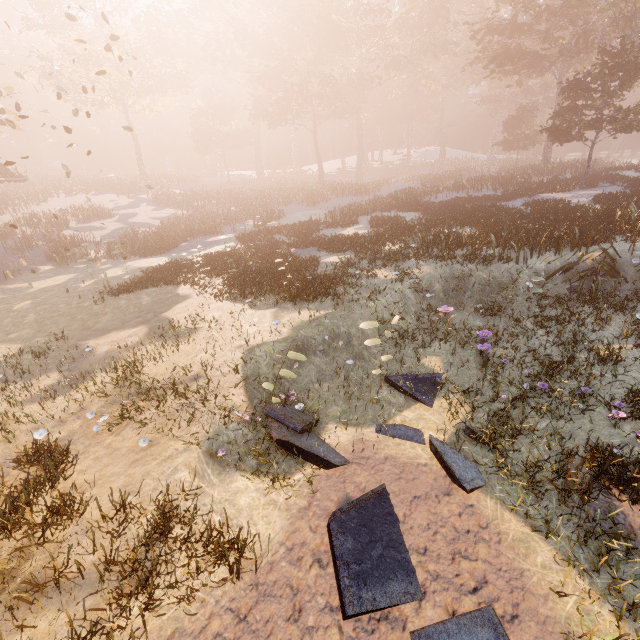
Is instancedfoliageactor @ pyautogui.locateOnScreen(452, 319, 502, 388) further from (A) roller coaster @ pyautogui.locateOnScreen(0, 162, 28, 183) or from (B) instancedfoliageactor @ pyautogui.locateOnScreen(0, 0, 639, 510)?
(A) roller coaster @ pyautogui.locateOnScreen(0, 162, 28, 183)

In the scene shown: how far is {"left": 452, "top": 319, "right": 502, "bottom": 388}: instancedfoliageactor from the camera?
8.0 meters

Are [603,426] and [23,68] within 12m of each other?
no

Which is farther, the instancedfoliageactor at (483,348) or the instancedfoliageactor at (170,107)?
the instancedfoliageactor at (170,107)

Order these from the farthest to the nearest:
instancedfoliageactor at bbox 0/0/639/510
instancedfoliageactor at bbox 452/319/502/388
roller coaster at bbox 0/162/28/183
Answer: roller coaster at bbox 0/162/28/183 → instancedfoliageactor at bbox 0/0/639/510 → instancedfoliageactor at bbox 452/319/502/388

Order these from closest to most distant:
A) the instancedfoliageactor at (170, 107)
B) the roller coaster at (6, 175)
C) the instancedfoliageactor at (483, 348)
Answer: the instancedfoliageactor at (483, 348) < the instancedfoliageactor at (170, 107) < the roller coaster at (6, 175)

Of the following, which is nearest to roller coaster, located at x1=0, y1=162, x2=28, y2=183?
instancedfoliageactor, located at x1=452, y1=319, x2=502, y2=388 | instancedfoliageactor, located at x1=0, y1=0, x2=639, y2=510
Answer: A: instancedfoliageactor, located at x1=0, y1=0, x2=639, y2=510
